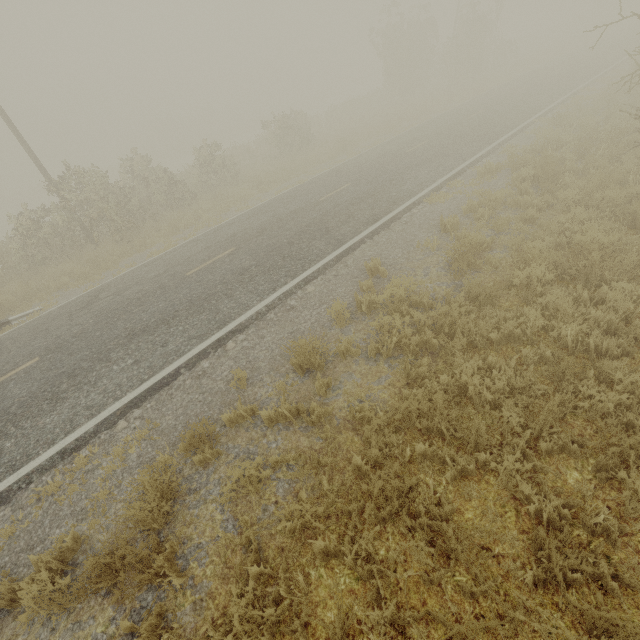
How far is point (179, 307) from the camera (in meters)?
8.12
